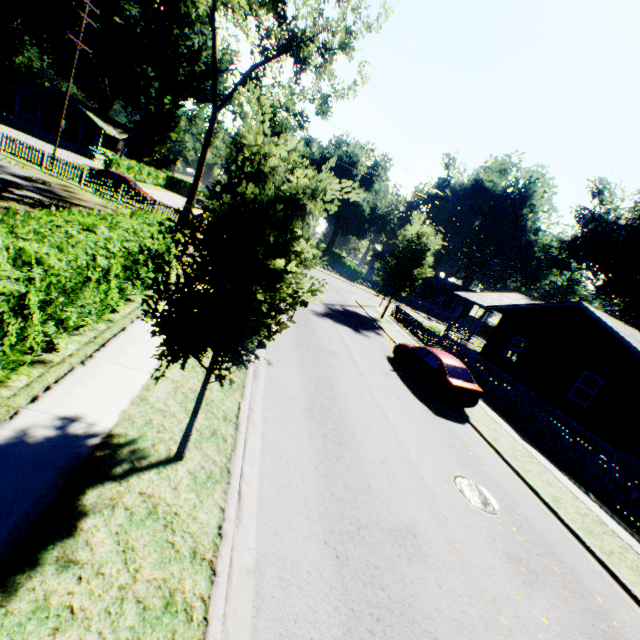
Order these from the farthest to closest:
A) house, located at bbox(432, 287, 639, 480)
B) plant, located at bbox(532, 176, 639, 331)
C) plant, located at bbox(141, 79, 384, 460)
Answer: plant, located at bbox(532, 176, 639, 331) → house, located at bbox(432, 287, 639, 480) → plant, located at bbox(141, 79, 384, 460)

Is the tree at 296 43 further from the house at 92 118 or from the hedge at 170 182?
the house at 92 118

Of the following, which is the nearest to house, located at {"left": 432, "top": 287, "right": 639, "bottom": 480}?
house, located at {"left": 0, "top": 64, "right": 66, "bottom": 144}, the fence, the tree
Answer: the fence

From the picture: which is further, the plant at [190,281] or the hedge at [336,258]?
the hedge at [336,258]

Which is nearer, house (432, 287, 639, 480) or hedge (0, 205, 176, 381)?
hedge (0, 205, 176, 381)

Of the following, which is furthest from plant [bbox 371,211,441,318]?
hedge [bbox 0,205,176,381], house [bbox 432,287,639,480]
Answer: hedge [bbox 0,205,176,381]

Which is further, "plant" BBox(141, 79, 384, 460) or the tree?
the tree

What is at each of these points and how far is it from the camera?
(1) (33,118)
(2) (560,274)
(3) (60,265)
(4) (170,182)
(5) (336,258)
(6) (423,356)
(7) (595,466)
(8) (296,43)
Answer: (1) house, 44.8 meters
(2) plant, 40.2 meters
(3) hedge, 5.1 meters
(4) hedge, 57.8 meters
(5) hedge, 57.7 meters
(6) car, 14.3 meters
(7) fence, 11.3 meters
(8) tree, 21.2 meters
